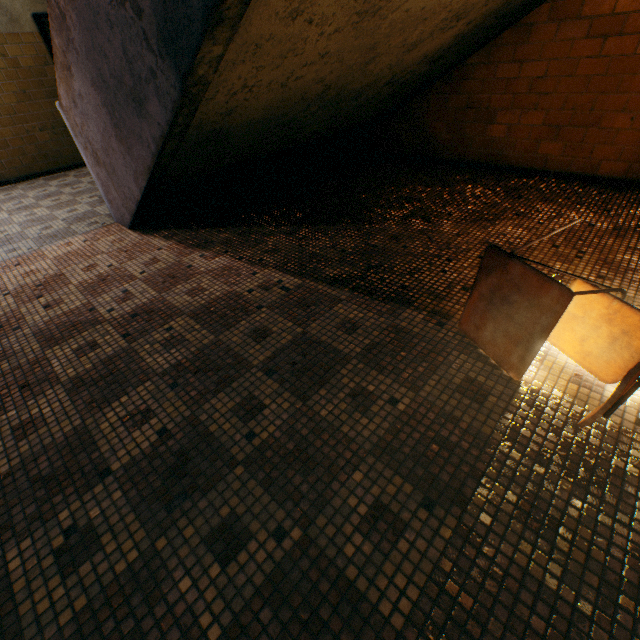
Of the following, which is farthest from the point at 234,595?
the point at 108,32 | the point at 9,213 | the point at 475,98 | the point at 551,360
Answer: the point at 9,213

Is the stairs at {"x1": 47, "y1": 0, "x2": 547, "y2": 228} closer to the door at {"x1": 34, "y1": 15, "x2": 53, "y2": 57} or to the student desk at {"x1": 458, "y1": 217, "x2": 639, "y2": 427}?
the student desk at {"x1": 458, "y1": 217, "x2": 639, "y2": 427}

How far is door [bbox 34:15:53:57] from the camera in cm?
524

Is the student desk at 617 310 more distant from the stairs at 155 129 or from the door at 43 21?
the door at 43 21

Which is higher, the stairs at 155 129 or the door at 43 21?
the door at 43 21

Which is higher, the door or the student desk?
the door

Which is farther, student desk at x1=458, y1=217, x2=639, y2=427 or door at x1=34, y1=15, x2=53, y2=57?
door at x1=34, y1=15, x2=53, y2=57

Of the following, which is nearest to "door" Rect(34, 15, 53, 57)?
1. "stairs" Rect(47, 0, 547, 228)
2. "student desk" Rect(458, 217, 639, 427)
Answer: "stairs" Rect(47, 0, 547, 228)
